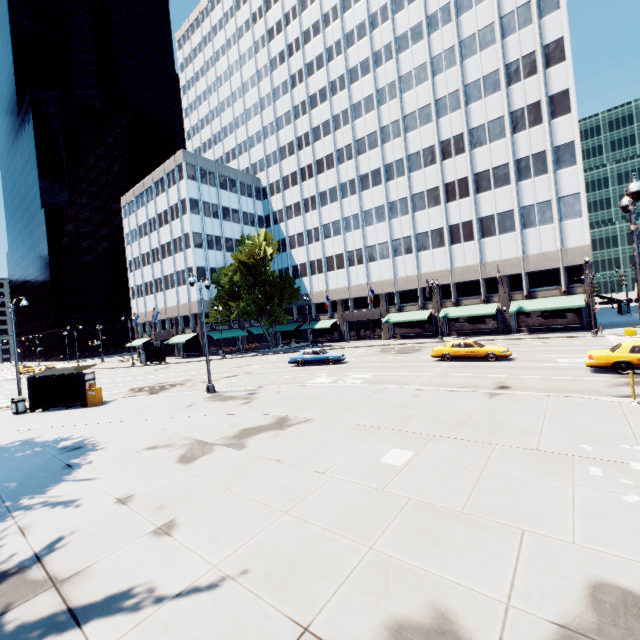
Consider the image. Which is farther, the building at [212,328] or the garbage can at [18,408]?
the building at [212,328]

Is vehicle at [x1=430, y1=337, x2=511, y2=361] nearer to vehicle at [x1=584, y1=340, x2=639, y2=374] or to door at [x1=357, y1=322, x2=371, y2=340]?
vehicle at [x1=584, y1=340, x2=639, y2=374]

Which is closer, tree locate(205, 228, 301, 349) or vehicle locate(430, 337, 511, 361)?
vehicle locate(430, 337, 511, 361)

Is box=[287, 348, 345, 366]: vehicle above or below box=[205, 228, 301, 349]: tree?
below

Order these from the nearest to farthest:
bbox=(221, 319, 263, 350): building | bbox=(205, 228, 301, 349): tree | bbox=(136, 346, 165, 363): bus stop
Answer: bbox=(205, 228, 301, 349): tree < bbox=(136, 346, 165, 363): bus stop < bbox=(221, 319, 263, 350): building

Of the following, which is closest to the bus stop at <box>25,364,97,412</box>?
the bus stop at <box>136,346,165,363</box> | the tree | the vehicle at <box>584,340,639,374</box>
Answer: the tree

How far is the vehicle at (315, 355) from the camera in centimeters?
2838cm

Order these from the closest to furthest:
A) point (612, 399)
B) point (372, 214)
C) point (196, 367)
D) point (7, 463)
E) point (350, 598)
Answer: point (350, 598) < point (7, 463) < point (612, 399) < point (196, 367) < point (372, 214)
